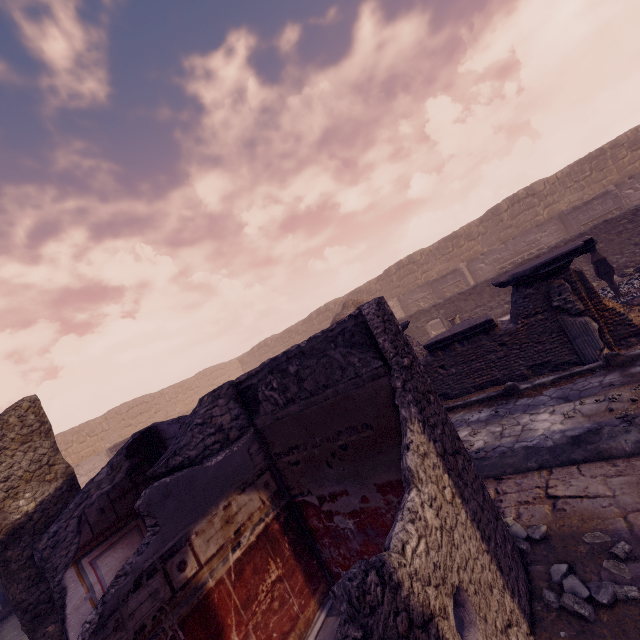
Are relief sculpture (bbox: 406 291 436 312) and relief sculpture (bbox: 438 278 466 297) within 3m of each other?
yes

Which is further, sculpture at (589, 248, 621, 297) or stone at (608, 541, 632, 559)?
sculpture at (589, 248, 621, 297)

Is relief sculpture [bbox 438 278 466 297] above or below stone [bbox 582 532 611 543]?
above

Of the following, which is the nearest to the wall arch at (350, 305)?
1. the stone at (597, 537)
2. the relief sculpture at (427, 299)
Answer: the relief sculpture at (427, 299)

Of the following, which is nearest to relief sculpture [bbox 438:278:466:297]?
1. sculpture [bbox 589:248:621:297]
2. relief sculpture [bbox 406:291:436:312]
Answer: Answer: relief sculpture [bbox 406:291:436:312]

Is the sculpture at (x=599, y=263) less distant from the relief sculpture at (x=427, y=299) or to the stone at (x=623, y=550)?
the stone at (x=623, y=550)

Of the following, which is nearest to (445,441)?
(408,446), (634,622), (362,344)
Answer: (408,446)

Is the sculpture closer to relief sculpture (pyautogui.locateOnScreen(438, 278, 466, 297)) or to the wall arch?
relief sculpture (pyautogui.locateOnScreen(438, 278, 466, 297))
